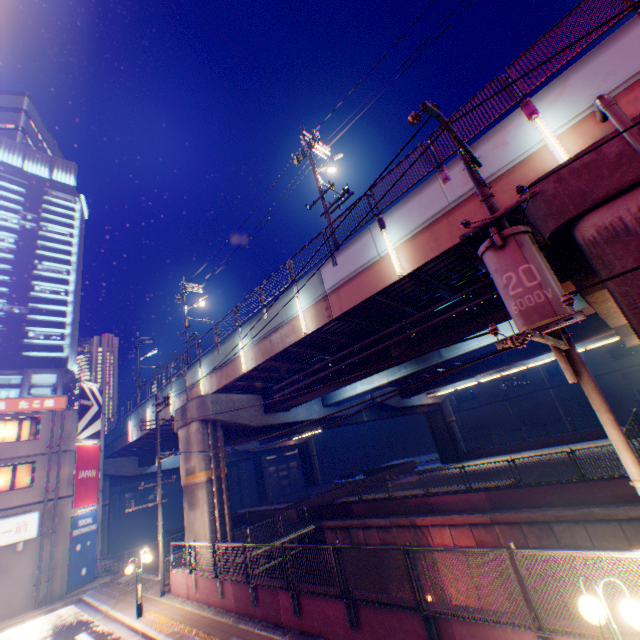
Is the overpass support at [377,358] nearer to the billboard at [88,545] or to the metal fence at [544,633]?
the metal fence at [544,633]

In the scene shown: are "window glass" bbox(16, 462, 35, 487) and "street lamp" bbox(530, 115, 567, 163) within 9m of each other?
no

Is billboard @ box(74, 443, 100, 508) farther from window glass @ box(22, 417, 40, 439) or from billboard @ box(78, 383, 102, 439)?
window glass @ box(22, 417, 40, 439)

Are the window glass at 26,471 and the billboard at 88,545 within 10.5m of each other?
yes

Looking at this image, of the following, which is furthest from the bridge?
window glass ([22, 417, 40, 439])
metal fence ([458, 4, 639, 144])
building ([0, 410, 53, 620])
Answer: metal fence ([458, 4, 639, 144])

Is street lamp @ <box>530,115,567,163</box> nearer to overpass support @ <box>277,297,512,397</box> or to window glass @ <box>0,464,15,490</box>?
overpass support @ <box>277,297,512,397</box>

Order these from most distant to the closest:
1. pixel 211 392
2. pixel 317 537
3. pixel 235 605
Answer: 1. pixel 317 537
2. pixel 211 392
3. pixel 235 605

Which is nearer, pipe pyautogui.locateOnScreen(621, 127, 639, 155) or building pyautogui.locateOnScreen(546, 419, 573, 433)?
pipe pyautogui.locateOnScreen(621, 127, 639, 155)
